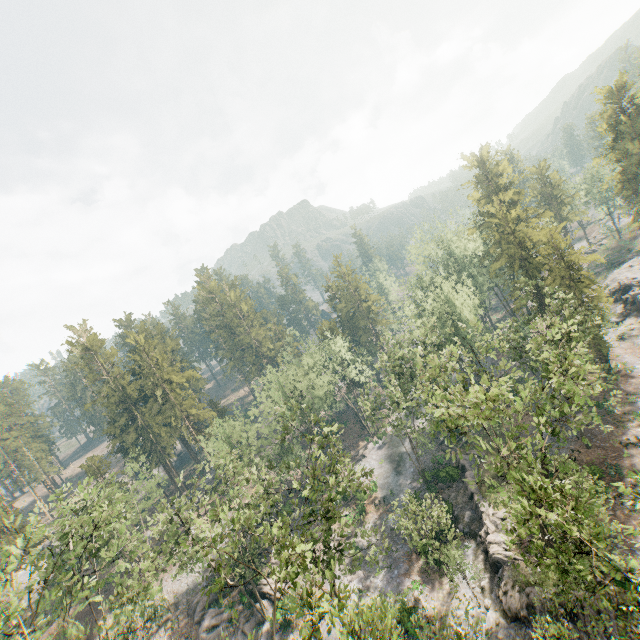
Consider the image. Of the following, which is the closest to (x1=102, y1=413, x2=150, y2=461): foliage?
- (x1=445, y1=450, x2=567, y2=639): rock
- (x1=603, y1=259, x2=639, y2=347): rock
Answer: (x1=445, y1=450, x2=567, y2=639): rock

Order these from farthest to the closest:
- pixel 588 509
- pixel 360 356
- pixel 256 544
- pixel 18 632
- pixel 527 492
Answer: pixel 360 356 < pixel 256 544 < pixel 18 632 < pixel 527 492 < pixel 588 509

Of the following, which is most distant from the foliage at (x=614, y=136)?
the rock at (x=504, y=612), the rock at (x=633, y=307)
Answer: the rock at (x=633, y=307)

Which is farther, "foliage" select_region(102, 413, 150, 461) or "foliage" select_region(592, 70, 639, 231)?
"foliage" select_region(102, 413, 150, 461)

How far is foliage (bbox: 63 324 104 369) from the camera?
57.0m

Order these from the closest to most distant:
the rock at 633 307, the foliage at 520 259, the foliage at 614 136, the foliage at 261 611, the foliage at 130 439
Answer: the foliage at 520 259
the foliage at 261 611
the rock at 633 307
the foliage at 614 136
the foliage at 130 439
